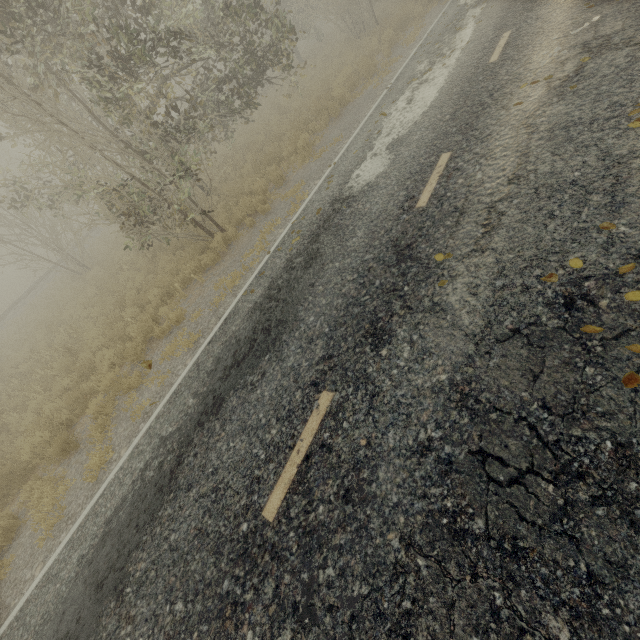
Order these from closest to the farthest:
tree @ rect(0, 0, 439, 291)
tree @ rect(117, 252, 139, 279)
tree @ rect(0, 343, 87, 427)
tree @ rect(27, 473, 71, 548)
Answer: tree @ rect(27, 473, 71, 548), tree @ rect(0, 0, 439, 291), tree @ rect(0, 343, 87, 427), tree @ rect(117, 252, 139, 279)

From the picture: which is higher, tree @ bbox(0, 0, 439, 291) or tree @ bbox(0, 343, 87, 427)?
tree @ bbox(0, 0, 439, 291)

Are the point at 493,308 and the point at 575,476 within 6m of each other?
yes

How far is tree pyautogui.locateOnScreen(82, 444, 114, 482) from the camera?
5.9 meters

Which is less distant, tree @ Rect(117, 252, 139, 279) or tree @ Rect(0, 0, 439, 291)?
tree @ Rect(0, 0, 439, 291)

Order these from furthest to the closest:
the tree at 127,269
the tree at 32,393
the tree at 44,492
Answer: the tree at 127,269 < the tree at 32,393 < the tree at 44,492

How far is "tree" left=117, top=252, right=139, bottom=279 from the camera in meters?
13.2 m

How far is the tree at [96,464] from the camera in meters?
5.9
